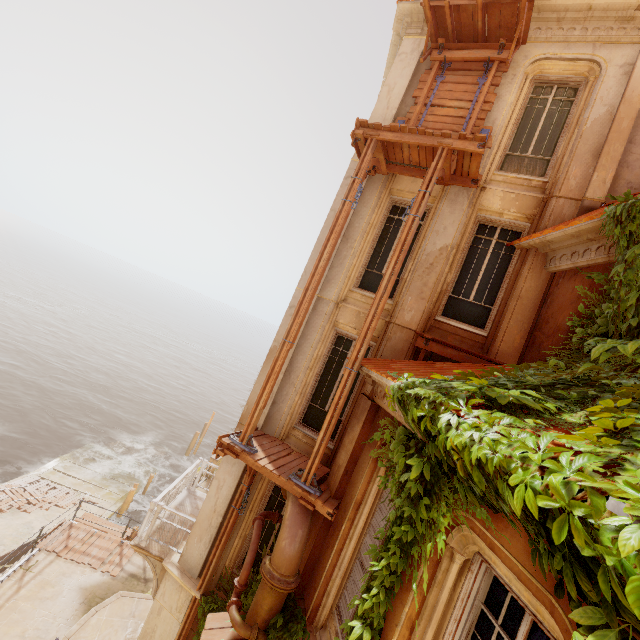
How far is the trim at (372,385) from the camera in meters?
5.0

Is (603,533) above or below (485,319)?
below

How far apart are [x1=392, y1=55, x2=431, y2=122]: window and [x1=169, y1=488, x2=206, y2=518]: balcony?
12.8m

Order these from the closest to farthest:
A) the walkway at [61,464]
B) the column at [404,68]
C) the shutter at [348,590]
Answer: the shutter at [348,590]
the column at [404,68]
the walkway at [61,464]

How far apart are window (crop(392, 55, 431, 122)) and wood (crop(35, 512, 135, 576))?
18.3m

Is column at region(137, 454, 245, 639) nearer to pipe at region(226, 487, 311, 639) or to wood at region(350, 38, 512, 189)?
wood at region(350, 38, 512, 189)

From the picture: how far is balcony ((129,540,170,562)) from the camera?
8.2 meters

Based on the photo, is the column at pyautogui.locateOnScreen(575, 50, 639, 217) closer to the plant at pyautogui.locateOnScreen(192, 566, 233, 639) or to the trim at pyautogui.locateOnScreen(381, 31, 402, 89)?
the plant at pyautogui.locateOnScreen(192, 566, 233, 639)
